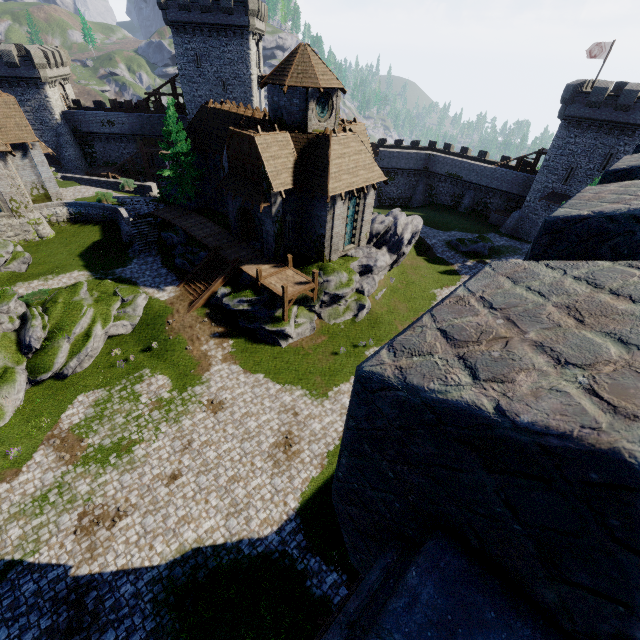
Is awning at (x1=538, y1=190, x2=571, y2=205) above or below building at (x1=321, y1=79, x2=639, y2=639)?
below

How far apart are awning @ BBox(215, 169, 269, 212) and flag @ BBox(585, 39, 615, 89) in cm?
4250

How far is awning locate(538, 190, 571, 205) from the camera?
39.1m

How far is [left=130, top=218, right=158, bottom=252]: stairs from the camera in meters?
30.9

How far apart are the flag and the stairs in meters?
51.8

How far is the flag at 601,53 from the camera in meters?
35.5 m

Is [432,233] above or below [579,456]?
below

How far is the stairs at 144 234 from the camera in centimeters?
3086cm
